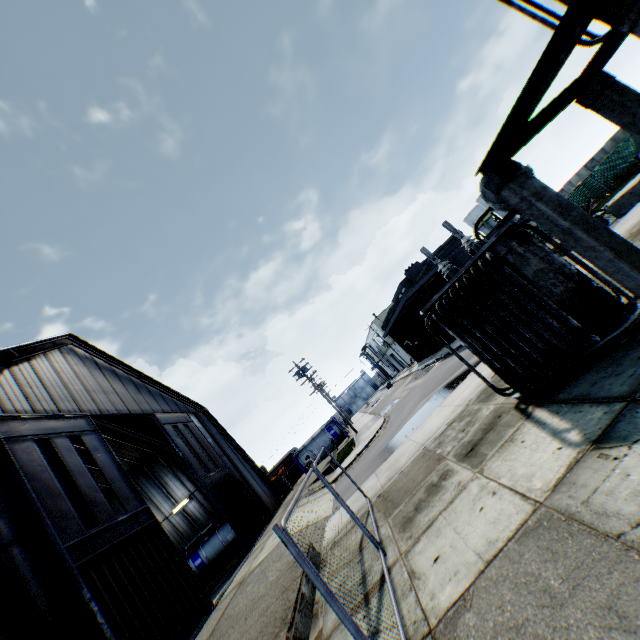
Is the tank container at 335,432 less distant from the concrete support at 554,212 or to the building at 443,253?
the building at 443,253

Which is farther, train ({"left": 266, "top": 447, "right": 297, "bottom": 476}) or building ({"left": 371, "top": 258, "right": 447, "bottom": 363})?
train ({"left": 266, "top": 447, "right": 297, "bottom": 476})

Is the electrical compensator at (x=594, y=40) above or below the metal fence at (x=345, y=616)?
above

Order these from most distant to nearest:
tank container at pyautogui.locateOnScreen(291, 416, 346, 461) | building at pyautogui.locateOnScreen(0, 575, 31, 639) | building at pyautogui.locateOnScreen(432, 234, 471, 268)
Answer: tank container at pyautogui.locateOnScreen(291, 416, 346, 461)
building at pyautogui.locateOnScreen(432, 234, 471, 268)
building at pyautogui.locateOnScreen(0, 575, 31, 639)

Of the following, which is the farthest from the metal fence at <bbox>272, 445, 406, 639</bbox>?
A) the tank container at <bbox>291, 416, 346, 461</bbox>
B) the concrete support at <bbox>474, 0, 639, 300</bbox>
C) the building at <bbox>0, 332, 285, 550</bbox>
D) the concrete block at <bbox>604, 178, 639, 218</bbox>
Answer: the concrete block at <bbox>604, 178, 639, 218</bbox>

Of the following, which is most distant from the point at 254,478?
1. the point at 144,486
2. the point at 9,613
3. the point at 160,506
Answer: the point at 9,613

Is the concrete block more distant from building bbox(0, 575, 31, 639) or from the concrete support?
building bbox(0, 575, 31, 639)

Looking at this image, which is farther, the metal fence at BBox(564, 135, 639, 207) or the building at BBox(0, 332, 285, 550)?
the metal fence at BBox(564, 135, 639, 207)
